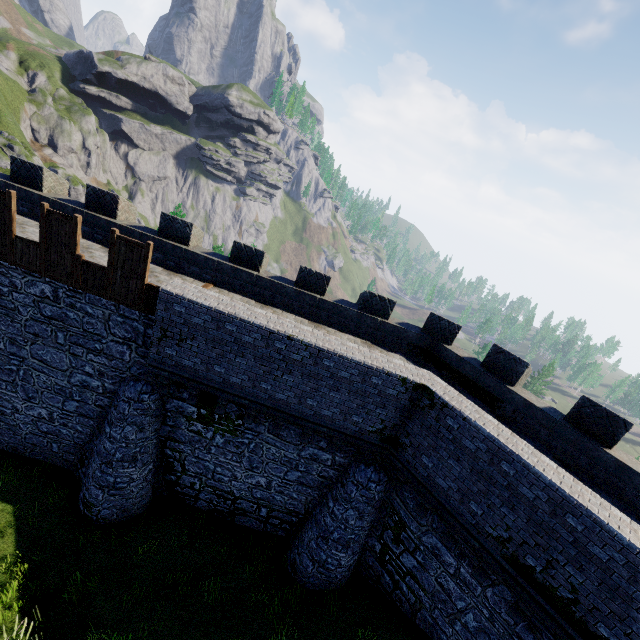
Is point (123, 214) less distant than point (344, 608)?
No
